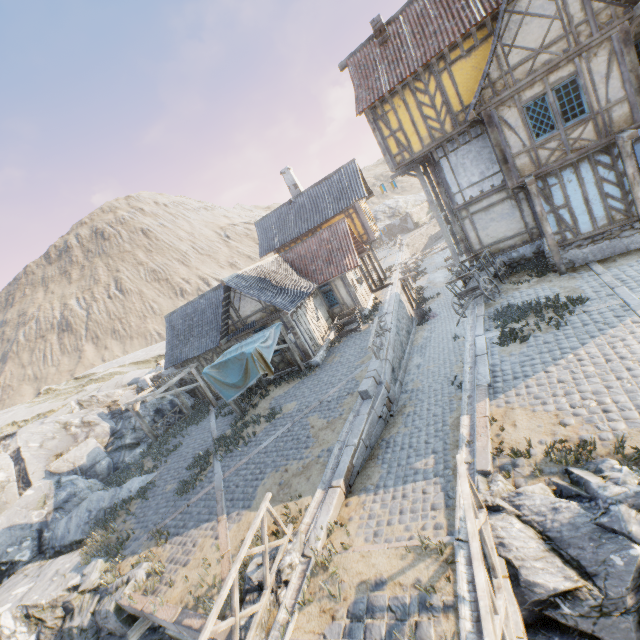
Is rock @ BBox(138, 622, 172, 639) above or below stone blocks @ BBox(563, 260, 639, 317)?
below

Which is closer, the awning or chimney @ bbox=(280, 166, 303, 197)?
the awning

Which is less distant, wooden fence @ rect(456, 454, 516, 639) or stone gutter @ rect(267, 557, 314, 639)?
wooden fence @ rect(456, 454, 516, 639)

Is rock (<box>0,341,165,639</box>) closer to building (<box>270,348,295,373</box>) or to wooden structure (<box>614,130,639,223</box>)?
building (<box>270,348,295,373</box>)

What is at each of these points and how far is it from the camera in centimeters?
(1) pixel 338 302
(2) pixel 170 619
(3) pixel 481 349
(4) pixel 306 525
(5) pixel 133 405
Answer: (1) building, 2150cm
(2) stone blocks, 715cm
(3) stone blocks, 1059cm
(4) stone gutter, 768cm
(5) awning, 1833cm

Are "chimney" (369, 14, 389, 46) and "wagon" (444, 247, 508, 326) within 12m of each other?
yes

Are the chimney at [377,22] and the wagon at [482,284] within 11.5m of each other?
yes

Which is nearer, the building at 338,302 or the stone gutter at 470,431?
the stone gutter at 470,431
